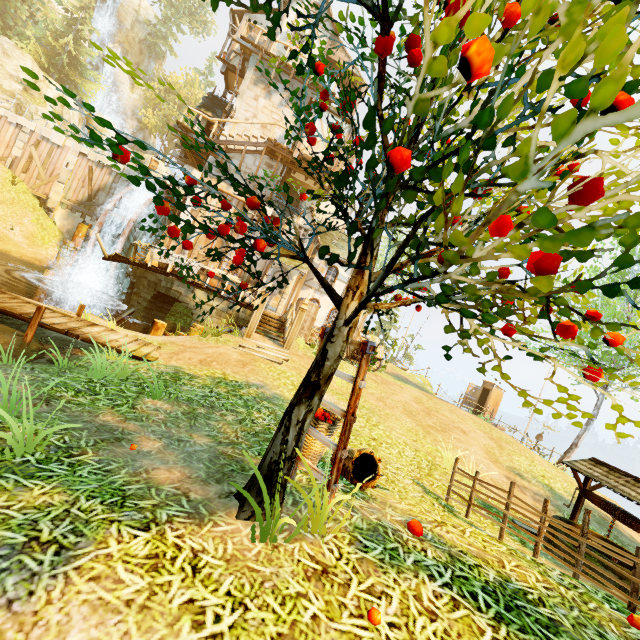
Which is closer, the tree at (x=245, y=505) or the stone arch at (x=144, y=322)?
the tree at (x=245, y=505)

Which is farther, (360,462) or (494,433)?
(494,433)

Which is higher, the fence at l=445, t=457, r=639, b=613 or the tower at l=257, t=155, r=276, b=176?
the tower at l=257, t=155, r=276, b=176

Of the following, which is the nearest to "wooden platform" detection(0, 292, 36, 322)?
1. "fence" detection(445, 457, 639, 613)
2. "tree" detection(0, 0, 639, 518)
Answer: "tree" detection(0, 0, 639, 518)

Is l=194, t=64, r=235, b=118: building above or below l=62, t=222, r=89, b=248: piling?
above

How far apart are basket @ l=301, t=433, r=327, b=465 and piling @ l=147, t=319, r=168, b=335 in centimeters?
979cm

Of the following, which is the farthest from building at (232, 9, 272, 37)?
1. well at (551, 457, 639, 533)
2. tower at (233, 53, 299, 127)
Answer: well at (551, 457, 639, 533)

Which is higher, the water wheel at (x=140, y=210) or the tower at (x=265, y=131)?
the tower at (x=265, y=131)
